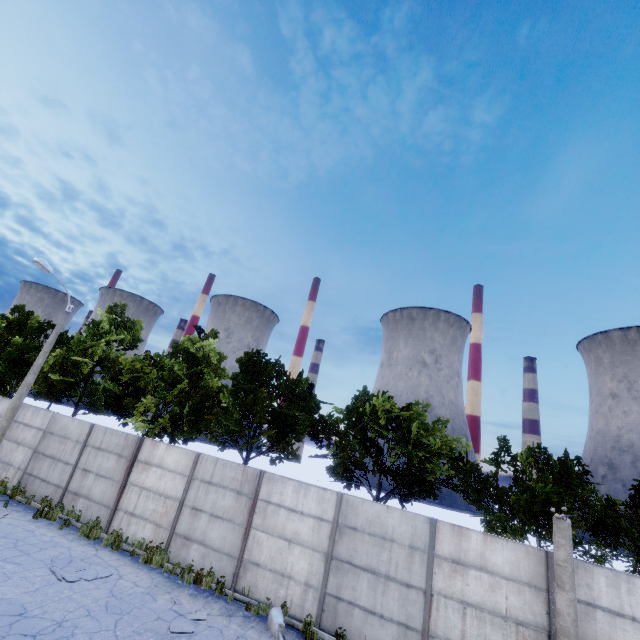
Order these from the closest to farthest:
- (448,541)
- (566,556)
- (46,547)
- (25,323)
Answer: (566,556) → (448,541) → (46,547) → (25,323)

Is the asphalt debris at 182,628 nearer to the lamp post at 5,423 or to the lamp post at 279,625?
the lamp post at 279,625

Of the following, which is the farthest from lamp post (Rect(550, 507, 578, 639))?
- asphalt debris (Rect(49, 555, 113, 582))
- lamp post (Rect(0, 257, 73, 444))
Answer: lamp post (Rect(0, 257, 73, 444))

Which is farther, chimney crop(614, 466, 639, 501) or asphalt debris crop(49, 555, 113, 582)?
chimney crop(614, 466, 639, 501)

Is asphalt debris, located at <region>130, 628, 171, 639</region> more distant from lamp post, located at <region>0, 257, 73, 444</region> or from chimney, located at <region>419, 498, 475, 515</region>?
chimney, located at <region>419, 498, 475, 515</region>

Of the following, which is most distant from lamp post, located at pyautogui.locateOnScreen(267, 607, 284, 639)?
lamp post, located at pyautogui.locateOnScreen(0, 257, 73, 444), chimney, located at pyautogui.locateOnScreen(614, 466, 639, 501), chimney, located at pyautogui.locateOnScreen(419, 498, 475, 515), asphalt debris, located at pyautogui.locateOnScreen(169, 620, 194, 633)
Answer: chimney, located at pyautogui.locateOnScreen(614, 466, 639, 501)

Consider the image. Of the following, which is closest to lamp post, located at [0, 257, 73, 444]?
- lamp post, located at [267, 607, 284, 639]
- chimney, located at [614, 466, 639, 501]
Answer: lamp post, located at [267, 607, 284, 639]

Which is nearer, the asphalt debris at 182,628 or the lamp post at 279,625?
the asphalt debris at 182,628
